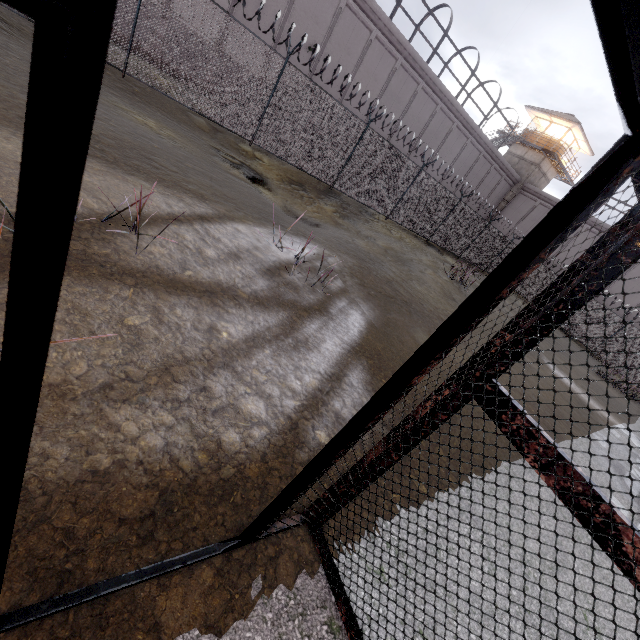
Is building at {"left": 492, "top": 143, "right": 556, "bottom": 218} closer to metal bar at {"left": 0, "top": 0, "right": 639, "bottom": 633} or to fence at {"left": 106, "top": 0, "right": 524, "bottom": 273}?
fence at {"left": 106, "top": 0, "right": 524, "bottom": 273}

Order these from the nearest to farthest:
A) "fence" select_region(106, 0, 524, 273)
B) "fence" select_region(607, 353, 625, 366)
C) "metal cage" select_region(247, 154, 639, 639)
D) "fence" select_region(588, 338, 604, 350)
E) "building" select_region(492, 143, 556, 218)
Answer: "metal cage" select_region(247, 154, 639, 639)
"fence" select_region(106, 0, 524, 273)
"fence" select_region(607, 353, 625, 366)
"fence" select_region(588, 338, 604, 350)
"building" select_region(492, 143, 556, 218)

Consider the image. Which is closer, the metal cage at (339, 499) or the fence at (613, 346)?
the metal cage at (339, 499)

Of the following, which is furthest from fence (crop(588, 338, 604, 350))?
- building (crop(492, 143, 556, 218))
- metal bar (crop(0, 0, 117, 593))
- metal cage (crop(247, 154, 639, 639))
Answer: metal bar (crop(0, 0, 117, 593))

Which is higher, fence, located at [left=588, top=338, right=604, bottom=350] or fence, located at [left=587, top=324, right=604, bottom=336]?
fence, located at [left=587, top=324, right=604, bottom=336]

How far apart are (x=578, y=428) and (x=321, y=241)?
7.4m

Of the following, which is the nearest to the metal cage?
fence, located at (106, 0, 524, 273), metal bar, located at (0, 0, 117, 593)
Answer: metal bar, located at (0, 0, 117, 593)

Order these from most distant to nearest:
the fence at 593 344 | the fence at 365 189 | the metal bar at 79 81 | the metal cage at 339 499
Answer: the fence at 593 344 < the fence at 365 189 < the metal cage at 339 499 < the metal bar at 79 81
